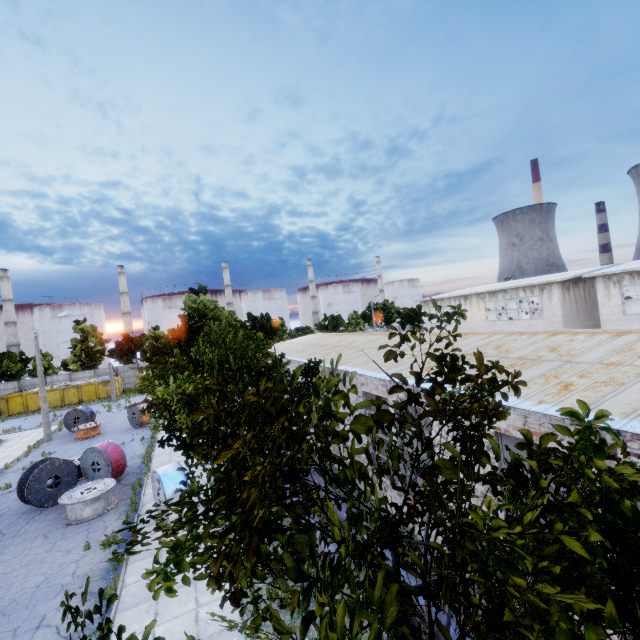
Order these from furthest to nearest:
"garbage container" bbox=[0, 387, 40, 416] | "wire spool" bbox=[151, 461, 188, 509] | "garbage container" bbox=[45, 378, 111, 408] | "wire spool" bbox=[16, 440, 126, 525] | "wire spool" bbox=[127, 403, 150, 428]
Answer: "garbage container" bbox=[45, 378, 111, 408] → "garbage container" bbox=[0, 387, 40, 416] → "wire spool" bbox=[127, 403, 150, 428] → "wire spool" bbox=[16, 440, 126, 525] → "wire spool" bbox=[151, 461, 188, 509]

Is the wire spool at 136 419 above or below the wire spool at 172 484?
below

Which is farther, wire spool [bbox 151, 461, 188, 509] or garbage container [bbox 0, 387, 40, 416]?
garbage container [bbox 0, 387, 40, 416]

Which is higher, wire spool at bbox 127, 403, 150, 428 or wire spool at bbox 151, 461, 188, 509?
wire spool at bbox 151, 461, 188, 509

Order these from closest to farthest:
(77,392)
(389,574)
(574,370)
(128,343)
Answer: (389,574) → (574,370) → (77,392) → (128,343)

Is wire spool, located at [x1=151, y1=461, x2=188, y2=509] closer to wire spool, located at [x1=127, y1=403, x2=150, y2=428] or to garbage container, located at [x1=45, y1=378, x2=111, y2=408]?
wire spool, located at [x1=127, y1=403, x2=150, y2=428]

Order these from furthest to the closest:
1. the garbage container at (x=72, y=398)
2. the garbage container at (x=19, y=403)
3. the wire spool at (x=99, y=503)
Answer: the garbage container at (x=72, y=398) < the garbage container at (x=19, y=403) < the wire spool at (x=99, y=503)

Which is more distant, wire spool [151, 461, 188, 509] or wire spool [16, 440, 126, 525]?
wire spool [16, 440, 126, 525]
